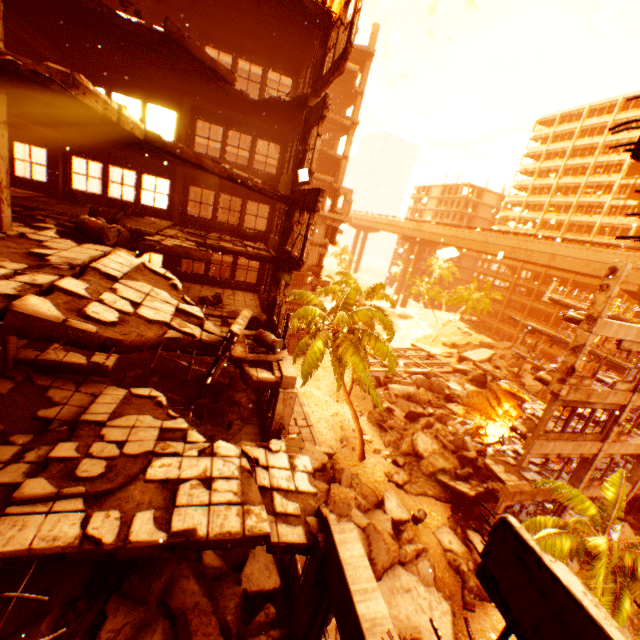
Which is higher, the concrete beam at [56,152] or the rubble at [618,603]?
the concrete beam at [56,152]

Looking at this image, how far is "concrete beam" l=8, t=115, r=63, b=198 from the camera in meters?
11.2

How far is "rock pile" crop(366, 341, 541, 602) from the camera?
17.2m

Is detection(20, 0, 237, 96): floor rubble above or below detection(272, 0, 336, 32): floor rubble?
below

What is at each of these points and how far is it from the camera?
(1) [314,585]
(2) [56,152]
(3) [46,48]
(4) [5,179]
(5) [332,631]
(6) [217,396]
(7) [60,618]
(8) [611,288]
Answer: (1) pillar, 5.6m
(2) concrete beam, 13.9m
(3) concrete beam, 12.0m
(4) pillar, 6.6m
(5) rock pile, 10.9m
(6) rock pile, 12.4m
(7) rock pile, 5.1m
(8) pillar, 12.8m

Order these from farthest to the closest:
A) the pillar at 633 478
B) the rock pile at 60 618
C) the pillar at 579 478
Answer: the pillar at 633 478 → the pillar at 579 478 → the rock pile at 60 618

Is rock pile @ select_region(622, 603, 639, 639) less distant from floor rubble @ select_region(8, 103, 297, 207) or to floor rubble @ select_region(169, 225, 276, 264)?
floor rubble @ select_region(8, 103, 297, 207)

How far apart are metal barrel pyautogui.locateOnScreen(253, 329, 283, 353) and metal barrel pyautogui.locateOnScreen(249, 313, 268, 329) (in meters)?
2.11
